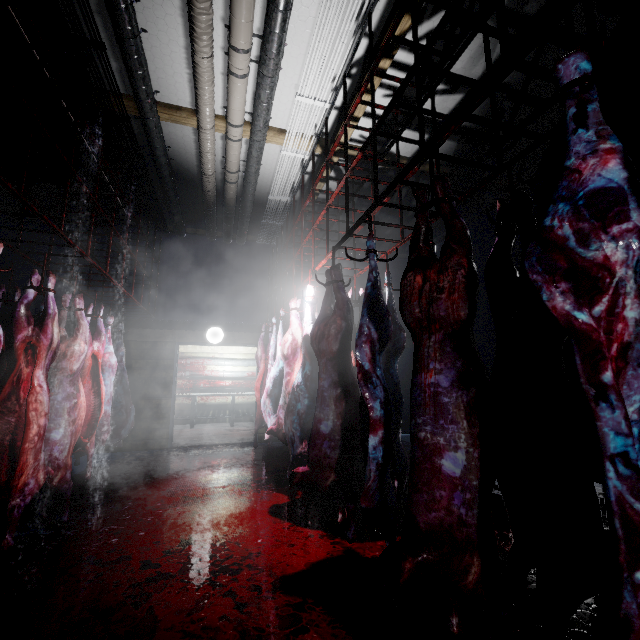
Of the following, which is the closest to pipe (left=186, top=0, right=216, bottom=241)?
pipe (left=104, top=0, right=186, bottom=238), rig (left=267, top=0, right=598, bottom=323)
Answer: pipe (left=104, top=0, right=186, bottom=238)

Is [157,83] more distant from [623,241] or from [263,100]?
[623,241]

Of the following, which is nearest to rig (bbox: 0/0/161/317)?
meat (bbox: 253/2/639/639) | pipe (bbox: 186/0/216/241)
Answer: pipe (bbox: 186/0/216/241)

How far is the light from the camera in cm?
594

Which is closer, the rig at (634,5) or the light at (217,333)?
the rig at (634,5)

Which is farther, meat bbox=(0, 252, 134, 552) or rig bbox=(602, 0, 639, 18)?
meat bbox=(0, 252, 134, 552)

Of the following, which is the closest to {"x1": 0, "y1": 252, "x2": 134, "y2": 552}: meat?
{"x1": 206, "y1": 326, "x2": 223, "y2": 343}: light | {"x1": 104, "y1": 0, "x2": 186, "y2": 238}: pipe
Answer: {"x1": 104, "y1": 0, "x2": 186, "y2": 238}: pipe

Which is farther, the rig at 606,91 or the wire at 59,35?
the wire at 59,35
